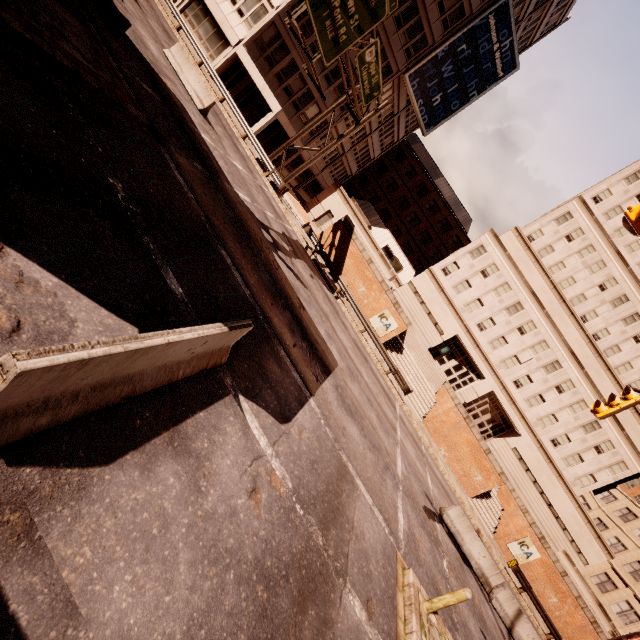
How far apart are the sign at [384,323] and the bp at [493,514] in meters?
14.4 m

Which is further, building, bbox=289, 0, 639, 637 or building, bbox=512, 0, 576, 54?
building, bbox=512, 0, 576, 54

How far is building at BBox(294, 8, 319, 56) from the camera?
27.0 meters

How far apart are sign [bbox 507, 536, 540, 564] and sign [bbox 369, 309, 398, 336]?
18.57m

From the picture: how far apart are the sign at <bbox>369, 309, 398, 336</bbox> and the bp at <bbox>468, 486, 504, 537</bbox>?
14.40m

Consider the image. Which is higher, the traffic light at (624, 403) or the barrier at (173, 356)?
the traffic light at (624, 403)

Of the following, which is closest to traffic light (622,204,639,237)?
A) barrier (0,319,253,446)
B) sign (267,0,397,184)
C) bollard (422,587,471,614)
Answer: bollard (422,587,471,614)

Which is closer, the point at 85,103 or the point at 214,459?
the point at 214,459
